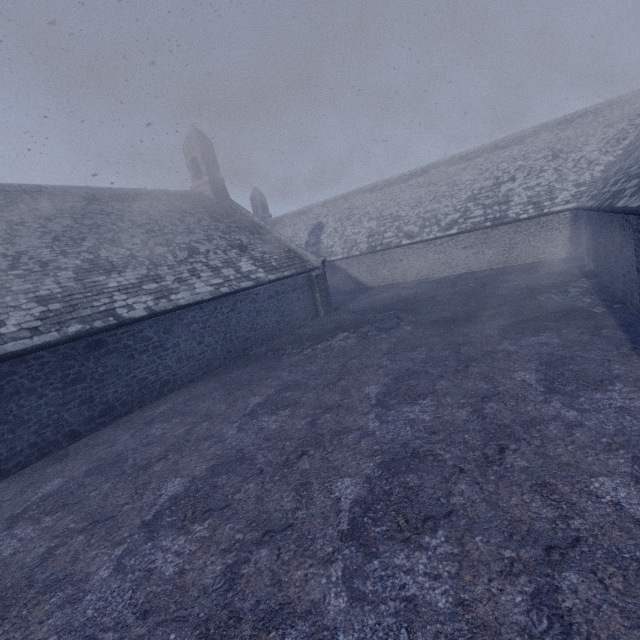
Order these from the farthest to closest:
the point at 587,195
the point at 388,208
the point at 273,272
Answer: the point at 388,208 < the point at 587,195 < the point at 273,272
